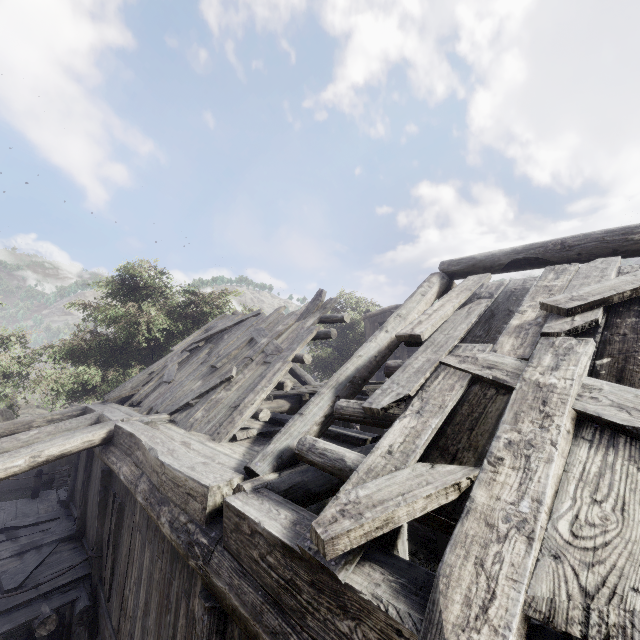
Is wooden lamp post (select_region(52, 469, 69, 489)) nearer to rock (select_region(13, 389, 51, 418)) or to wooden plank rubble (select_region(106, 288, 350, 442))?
wooden plank rubble (select_region(106, 288, 350, 442))

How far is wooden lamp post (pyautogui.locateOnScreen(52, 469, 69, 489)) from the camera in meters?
19.4 m

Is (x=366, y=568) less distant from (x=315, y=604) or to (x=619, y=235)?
(x=315, y=604)

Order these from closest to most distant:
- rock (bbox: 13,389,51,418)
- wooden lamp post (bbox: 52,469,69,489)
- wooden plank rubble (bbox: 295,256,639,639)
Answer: wooden plank rubble (bbox: 295,256,639,639)
wooden lamp post (bbox: 52,469,69,489)
rock (bbox: 13,389,51,418)

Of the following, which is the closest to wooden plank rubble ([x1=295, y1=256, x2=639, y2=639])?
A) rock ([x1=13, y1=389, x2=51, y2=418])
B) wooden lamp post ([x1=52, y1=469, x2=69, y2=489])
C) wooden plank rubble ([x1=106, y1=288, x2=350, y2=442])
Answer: wooden plank rubble ([x1=106, y1=288, x2=350, y2=442])

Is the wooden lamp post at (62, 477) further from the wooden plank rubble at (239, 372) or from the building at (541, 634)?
the wooden plank rubble at (239, 372)

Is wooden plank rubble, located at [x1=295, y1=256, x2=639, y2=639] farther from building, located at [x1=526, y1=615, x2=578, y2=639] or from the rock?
the rock

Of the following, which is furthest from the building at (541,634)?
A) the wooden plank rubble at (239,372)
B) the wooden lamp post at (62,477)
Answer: the wooden lamp post at (62,477)
